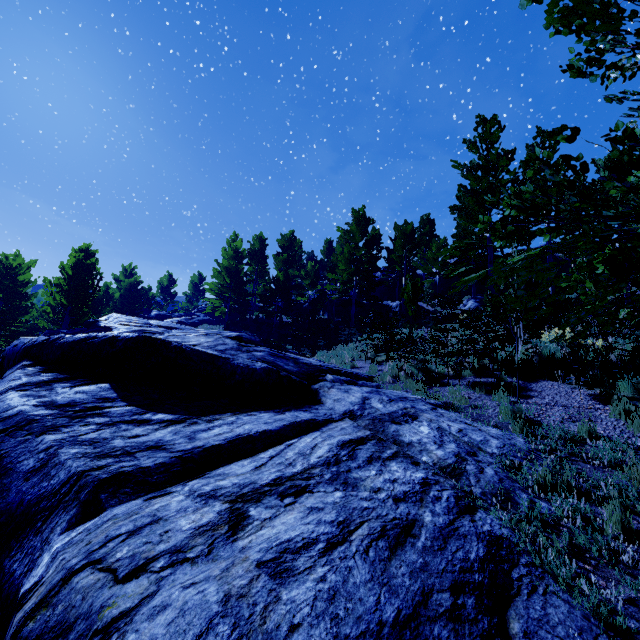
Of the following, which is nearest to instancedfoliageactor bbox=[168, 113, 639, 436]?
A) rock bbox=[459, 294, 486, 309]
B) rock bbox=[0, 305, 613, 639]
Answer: rock bbox=[0, 305, 613, 639]

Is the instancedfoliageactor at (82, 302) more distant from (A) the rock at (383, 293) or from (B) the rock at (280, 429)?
(A) the rock at (383, 293)

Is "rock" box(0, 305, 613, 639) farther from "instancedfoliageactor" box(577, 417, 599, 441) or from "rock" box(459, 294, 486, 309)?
"rock" box(459, 294, 486, 309)

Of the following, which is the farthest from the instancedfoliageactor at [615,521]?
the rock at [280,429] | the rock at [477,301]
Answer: the rock at [477,301]

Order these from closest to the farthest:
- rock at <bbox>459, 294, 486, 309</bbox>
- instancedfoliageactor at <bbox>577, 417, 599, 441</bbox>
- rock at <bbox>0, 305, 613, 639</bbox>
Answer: rock at <bbox>0, 305, 613, 639</bbox> → instancedfoliageactor at <bbox>577, 417, 599, 441</bbox> → rock at <bbox>459, 294, 486, 309</bbox>

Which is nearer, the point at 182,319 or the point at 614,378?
the point at 614,378

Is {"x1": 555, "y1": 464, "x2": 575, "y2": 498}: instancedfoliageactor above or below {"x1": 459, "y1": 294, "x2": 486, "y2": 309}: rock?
below

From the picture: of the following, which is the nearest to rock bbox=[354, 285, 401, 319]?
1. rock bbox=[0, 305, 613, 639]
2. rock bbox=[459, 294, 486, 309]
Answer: rock bbox=[459, 294, 486, 309]
